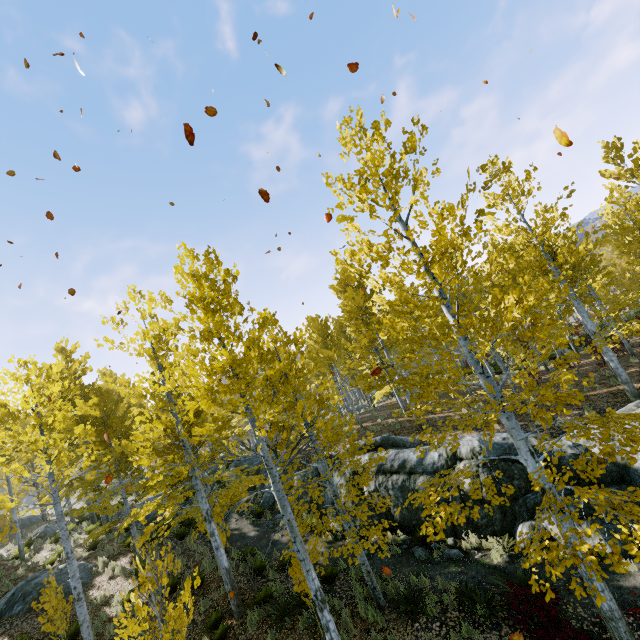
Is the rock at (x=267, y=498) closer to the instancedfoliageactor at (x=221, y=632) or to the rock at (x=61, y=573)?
the instancedfoliageactor at (x=221, y=632)

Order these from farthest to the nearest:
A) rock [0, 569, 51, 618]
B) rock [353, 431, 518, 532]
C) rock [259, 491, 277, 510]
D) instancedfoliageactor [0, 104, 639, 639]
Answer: rock [259, 491, 277, 510], rock [0, 569, 51, 618], rock [353, 431, 518, 532], instancedfoliageactor [0, 104, 639, 639]

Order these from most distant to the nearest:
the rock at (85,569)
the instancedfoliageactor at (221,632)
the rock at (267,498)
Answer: the rock at (267,498) → the rock at (85,569) → the instancedfoliageactor at (221,632)

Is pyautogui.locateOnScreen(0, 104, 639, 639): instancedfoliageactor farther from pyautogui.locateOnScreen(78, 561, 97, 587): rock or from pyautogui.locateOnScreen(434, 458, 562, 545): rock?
pyautogui.locateOnScreen(78, 561, 97, 587): rock

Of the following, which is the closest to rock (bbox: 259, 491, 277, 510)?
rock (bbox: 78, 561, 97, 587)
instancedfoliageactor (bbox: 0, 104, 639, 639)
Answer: instancedfoliageactor (bbox: 0, 104, 639, 639)

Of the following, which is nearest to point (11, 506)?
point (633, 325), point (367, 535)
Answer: point (367, 535)
